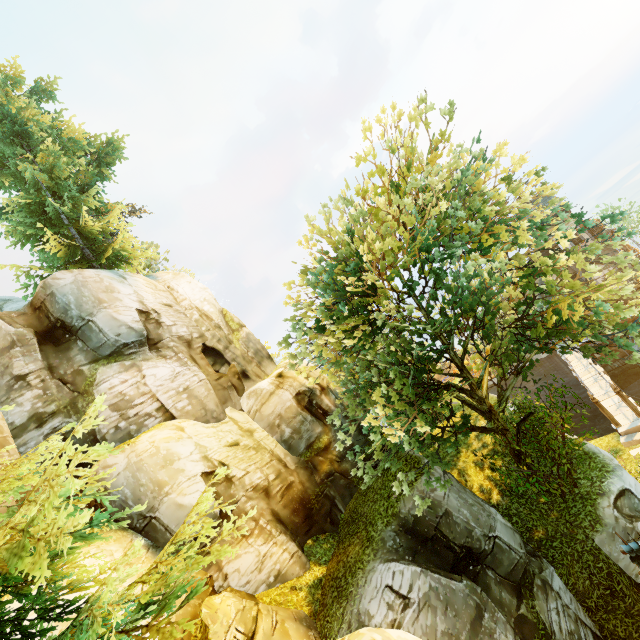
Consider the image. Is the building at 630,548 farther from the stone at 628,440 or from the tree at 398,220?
the stone at 628,440

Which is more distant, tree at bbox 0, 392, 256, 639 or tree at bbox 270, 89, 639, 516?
tree at bbox 270, 89, 639, 516

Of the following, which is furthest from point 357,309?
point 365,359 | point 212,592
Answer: point 212,592

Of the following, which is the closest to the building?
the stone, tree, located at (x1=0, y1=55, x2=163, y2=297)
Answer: tree, located at (x1=0, y1=55, x2=163, y2=297)

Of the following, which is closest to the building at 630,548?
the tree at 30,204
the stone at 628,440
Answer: the tree at 30,204

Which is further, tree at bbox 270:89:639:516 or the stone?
the stone

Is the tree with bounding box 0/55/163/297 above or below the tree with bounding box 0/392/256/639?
above
